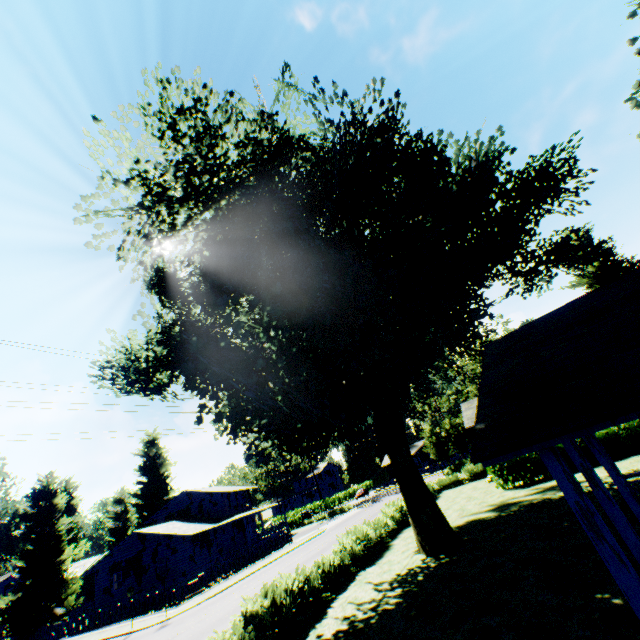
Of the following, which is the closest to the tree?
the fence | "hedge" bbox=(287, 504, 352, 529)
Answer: "hedge" bbox=(287, 504, 352, 529)

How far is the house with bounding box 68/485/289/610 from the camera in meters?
33.0

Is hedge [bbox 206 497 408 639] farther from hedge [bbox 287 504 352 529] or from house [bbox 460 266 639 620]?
Result: hedge [bbox 287 504 352 529]

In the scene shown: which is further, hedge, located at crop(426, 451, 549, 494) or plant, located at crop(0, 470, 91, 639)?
plant, located at crop(0, 470, 91, 639)

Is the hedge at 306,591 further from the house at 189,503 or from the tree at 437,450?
the tree at 437,450

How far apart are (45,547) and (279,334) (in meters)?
42.41

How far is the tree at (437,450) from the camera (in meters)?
44.25

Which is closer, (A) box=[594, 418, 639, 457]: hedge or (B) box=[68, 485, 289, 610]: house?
(A) box=[594, 418, 639, 457]: hedge
